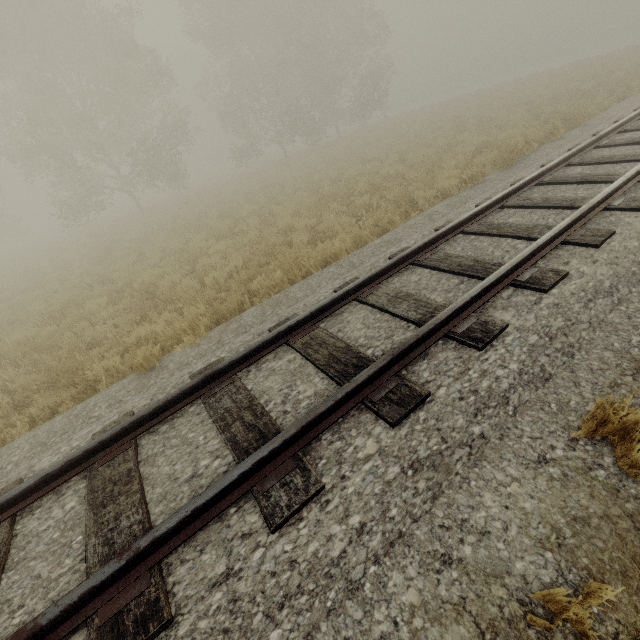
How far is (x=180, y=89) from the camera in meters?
55.3
